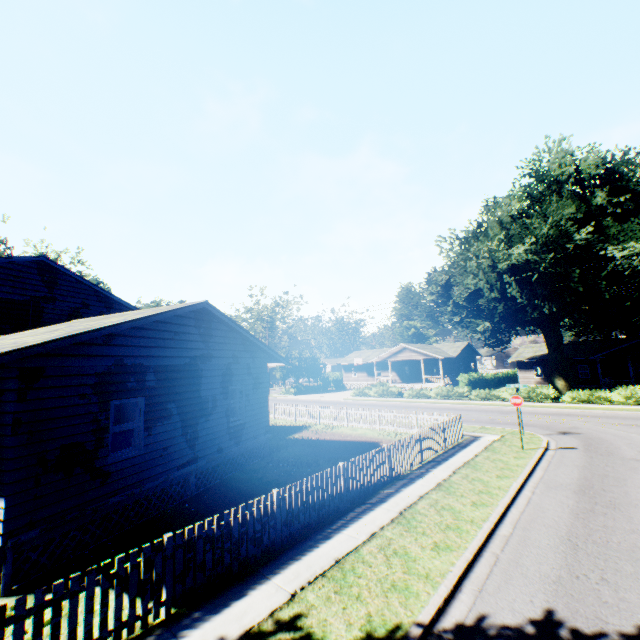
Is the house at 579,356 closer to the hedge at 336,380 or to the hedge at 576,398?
the hedge at 336,380

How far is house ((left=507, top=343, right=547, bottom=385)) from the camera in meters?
43.2

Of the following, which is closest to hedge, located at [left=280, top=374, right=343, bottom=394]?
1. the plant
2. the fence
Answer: the plant

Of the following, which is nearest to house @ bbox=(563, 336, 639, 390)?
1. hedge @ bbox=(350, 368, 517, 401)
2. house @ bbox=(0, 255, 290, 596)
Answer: hedge @ bbox=(350, 368, 517, 401)

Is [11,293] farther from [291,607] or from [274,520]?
[291,607]

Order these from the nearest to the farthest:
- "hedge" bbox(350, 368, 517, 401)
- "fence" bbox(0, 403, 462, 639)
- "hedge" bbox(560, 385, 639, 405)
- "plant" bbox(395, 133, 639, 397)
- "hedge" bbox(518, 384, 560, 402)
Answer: "fence" bbox(0, 403, 462, 639) → "hedge" bbox(560, 385, 639, 405) → "plant" bbox(395, 133, 639, 397) → "hedge" bbox(518, 384, 560, 402) → "hedge" bbox(350, 368, 517, 401)

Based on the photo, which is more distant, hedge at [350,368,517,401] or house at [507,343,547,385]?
house at [507,343,547,385]

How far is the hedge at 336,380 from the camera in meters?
48.7 m
